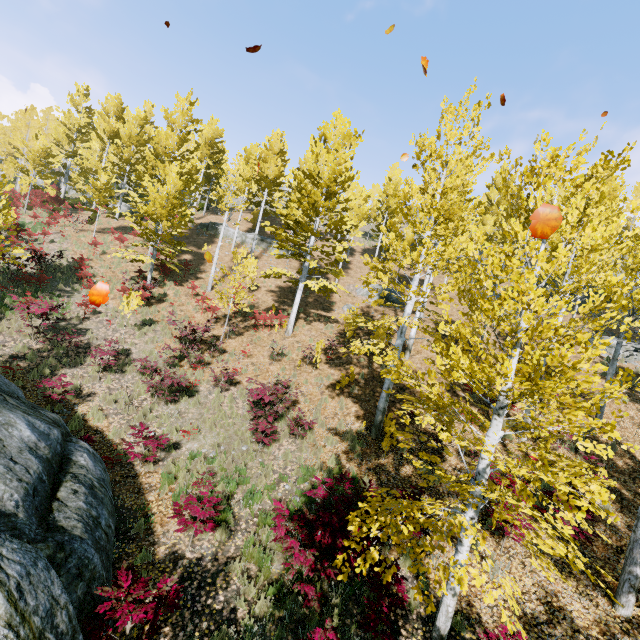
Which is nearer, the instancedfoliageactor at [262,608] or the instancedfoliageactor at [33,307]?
the instancedfoliageactor at [262,608]

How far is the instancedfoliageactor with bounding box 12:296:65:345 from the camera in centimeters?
1170cm

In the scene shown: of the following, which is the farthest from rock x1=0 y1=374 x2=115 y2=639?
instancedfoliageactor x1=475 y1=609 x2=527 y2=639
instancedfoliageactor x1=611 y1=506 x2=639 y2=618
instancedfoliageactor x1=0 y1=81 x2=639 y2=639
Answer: instancedfoliageactor x1=611 y1=506 x2=639 y2=618

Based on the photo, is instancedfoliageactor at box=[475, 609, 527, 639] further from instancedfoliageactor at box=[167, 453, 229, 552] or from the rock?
the rock

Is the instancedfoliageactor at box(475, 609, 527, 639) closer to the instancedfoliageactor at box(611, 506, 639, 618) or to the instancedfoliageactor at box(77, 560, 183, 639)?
the instancedfoliageactor at box(77, 560, 183, 639)

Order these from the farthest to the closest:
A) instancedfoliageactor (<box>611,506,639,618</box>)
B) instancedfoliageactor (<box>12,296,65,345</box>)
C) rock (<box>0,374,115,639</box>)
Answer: instancedfoliageactor (<box>12,296,65,345</box>) < instancedfoliageactor (<box>611,506,639,618</box>) < rock (<box>0,374,115,639</box>)

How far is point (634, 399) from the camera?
13.6m

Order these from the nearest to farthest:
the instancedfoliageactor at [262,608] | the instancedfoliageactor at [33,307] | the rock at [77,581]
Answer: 1. the rock at [77,581]
2. the instancedfoliageactor at [262,608]
3. the instancedfoliageactor at [33,307]
